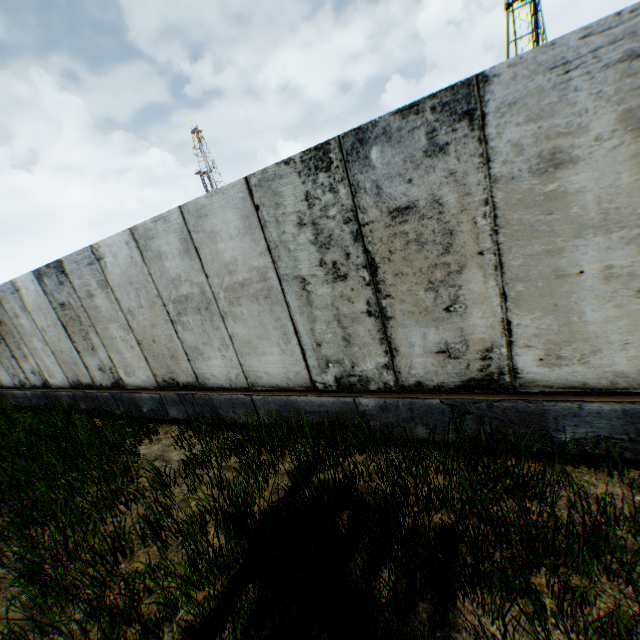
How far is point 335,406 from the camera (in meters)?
4.48
